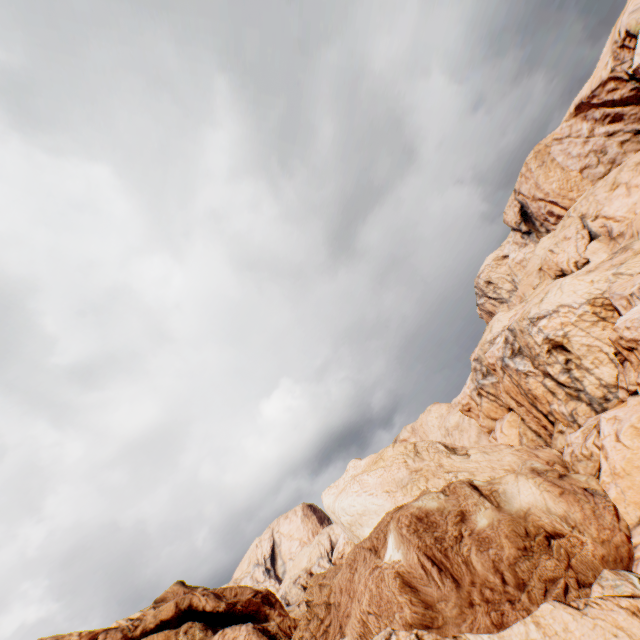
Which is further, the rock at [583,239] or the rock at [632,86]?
the rock at [632,86]

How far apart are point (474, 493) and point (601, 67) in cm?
8013

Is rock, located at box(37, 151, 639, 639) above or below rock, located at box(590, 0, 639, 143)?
below

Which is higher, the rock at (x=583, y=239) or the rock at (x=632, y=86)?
the rock at (x=632, y=86)

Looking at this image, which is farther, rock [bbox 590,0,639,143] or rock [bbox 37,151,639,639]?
rock [bbox 590,0,639,143]
